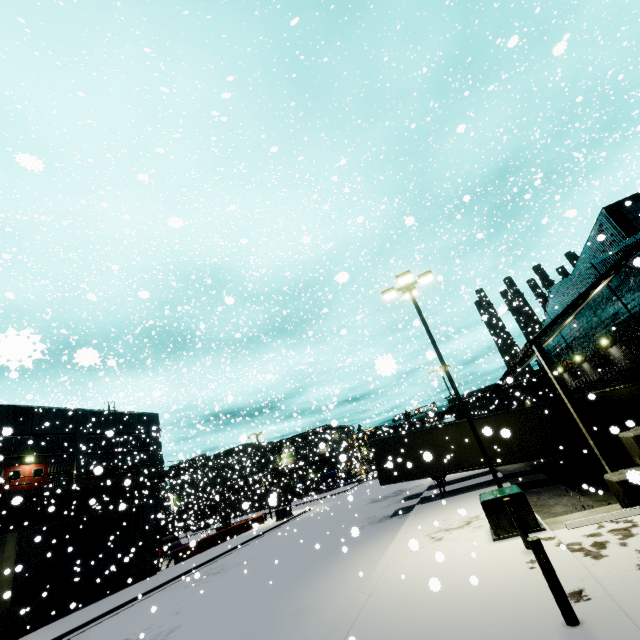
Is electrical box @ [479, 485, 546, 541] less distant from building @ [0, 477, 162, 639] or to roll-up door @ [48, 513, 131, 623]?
building @ [0, 477, 162, 639]

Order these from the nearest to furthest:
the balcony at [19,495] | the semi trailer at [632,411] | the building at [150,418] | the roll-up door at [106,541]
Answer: the semi trailer at [632,411]
the roll-up door at [106,541]
the balcony at [19,495]
the building at [150,418]

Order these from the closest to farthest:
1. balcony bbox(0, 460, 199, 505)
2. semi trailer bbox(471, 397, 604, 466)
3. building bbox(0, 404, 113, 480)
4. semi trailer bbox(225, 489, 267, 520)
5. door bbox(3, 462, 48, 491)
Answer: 1. semi trailer bbox(471, 397, 604, 466)
2. balcony bbox(0, 460, 199, 505)
3. door bbox(3, 462, 48, 491)
4. building bbox(0, 404, 113, 480)
5. semi trailer bbox(225, 489, 267, 520)

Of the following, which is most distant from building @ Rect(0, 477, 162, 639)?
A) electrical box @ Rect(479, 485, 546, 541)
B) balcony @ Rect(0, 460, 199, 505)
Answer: electrical box @ Rect(479, 485, 546, 541)

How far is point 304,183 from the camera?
48.59m

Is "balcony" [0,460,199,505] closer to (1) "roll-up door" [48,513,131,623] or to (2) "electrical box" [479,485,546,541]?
(1) "roll-up door" [48,513,131,623]

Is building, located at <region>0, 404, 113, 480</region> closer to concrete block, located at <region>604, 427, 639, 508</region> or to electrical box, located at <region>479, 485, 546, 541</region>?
concrete block, located at <region>604, 427, 639, 508</region>

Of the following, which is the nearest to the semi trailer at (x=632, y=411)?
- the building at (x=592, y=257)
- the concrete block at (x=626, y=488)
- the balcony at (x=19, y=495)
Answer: the building at (x=592, y=257)
